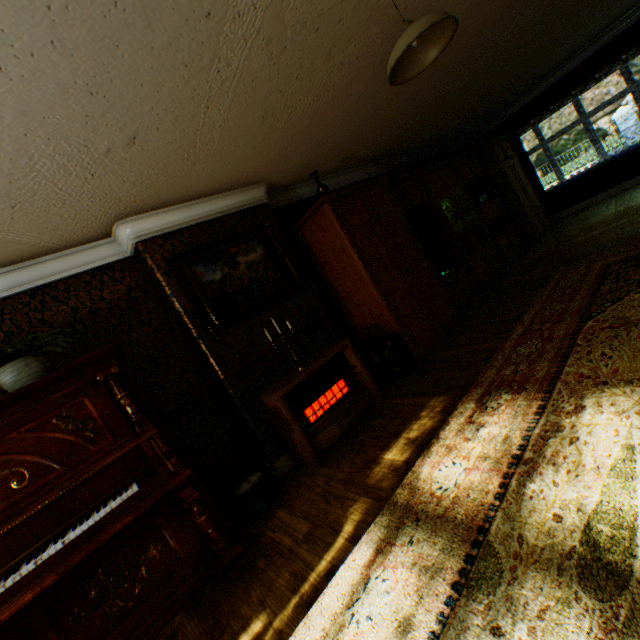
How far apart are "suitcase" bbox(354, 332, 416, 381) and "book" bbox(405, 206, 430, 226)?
1.9 meters

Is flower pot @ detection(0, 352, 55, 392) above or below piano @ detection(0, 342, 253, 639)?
above

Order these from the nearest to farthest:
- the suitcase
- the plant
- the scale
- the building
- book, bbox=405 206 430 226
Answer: A:
1. the building
2. the plant
3. the scale
4. the suitcase
5. book, bbox=405 206 430 226

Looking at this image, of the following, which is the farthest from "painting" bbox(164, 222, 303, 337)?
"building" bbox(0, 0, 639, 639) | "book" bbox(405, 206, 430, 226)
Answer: "book" bbox(405, 206, 430, 226)

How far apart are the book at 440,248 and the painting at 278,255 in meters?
2.2 m

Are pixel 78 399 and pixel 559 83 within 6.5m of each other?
no

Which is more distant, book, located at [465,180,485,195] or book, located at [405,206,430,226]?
book, located at [465,180,485,195]

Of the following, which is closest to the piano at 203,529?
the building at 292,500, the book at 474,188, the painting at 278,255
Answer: the building at 292,500
